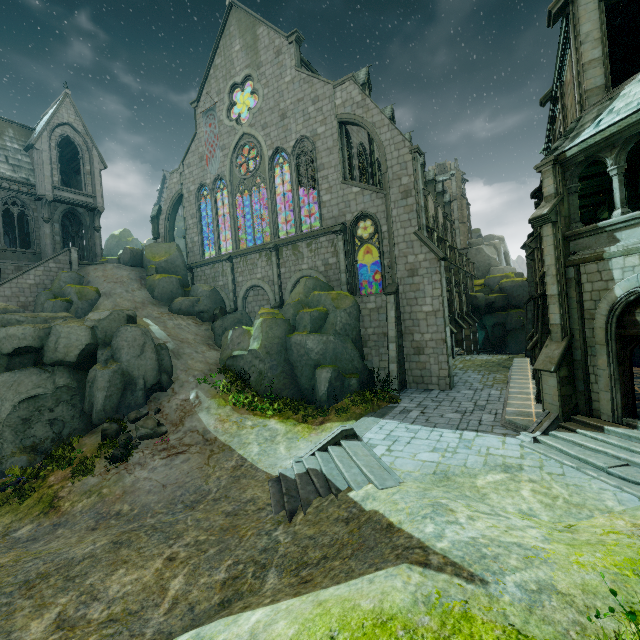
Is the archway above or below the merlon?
below

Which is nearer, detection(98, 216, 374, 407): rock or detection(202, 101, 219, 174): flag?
detection(98, 216, 374, 407): rock

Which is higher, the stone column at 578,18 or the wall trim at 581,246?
the stone column at 578,18

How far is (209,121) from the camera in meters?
27.8

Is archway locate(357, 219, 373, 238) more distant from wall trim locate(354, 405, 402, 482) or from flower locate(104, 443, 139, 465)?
flower locate(104, 443, 139, 465)

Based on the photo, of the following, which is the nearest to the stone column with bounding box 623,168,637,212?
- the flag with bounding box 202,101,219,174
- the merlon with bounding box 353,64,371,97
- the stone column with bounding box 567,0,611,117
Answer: the stone column with bounding box 567,0,611,117

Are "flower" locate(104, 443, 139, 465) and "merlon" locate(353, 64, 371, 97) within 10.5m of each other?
no

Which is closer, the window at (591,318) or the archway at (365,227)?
the window at (591,318)
